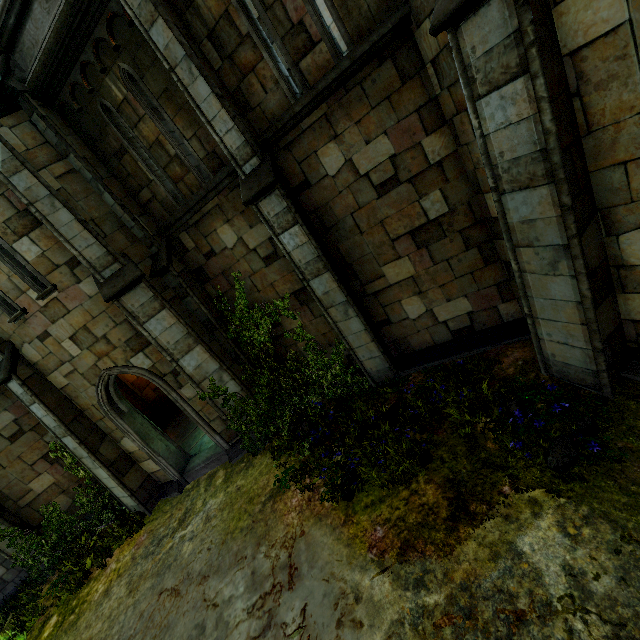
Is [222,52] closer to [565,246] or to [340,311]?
[340,311]

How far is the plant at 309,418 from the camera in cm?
461

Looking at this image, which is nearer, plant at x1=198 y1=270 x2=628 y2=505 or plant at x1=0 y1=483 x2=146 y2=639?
plant at x1=198 y1=270 x2=628 y2=505

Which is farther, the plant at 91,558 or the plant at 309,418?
the plant at 91,558

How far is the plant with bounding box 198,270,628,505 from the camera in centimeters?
461cm
